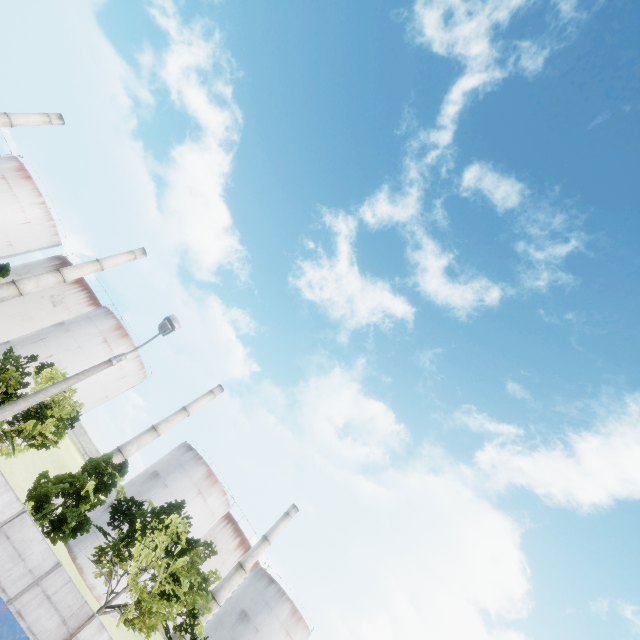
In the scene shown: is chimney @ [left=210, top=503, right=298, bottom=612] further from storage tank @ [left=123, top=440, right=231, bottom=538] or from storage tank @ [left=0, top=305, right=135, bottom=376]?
storage tank @ [left=0, top=305, right=135, bottom=376]

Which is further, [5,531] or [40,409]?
[40,409]

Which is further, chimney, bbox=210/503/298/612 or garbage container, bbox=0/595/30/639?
chimney, bbox=210/503/298/612

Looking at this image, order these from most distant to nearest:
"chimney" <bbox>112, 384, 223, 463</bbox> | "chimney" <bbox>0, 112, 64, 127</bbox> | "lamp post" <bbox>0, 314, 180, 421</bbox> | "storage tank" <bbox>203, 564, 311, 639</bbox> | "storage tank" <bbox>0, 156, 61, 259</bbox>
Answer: "storage tank" <bbox>203, 564, 311, 639</bbox> → "chimney" <bbox>0, 112, 64, 127</bbox> → "chimney" <bbox>112, 384, 223, 463</bbox> → "storage tank" <bbox>0, 156, 61, 259</bbox> → "lamp post" <bbox>0, 314, 180, 421</bbox>

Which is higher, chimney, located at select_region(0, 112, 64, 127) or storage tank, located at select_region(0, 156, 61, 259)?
chimney, located at select_region(0, 112, 64, 127)

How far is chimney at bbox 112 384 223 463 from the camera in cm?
Answer: 4317

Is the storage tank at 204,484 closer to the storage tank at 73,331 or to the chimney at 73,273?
the storage tank at 73,331

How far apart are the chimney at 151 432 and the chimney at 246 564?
21.6m
